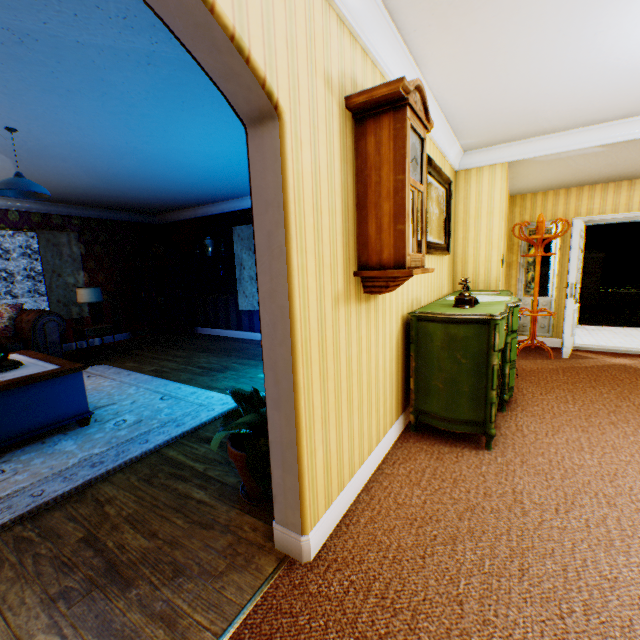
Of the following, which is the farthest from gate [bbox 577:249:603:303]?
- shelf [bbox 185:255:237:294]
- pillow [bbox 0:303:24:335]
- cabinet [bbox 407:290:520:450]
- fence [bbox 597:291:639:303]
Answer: pillow [bbox 0:303:24:335]

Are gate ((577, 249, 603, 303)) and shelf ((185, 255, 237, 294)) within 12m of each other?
no

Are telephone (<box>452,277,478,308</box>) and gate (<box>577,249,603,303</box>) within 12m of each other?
no

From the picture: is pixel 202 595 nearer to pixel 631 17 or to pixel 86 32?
pixel 86 32

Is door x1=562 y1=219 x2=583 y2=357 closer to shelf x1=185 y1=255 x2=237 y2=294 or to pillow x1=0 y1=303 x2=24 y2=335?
shelf x1=185 y1=255 x2=237 y2=294

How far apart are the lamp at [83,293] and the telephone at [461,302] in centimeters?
668cm

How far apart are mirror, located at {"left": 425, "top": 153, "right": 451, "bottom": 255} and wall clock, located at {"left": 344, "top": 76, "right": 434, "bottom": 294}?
1.0m

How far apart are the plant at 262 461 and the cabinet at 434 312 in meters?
1.2 m
